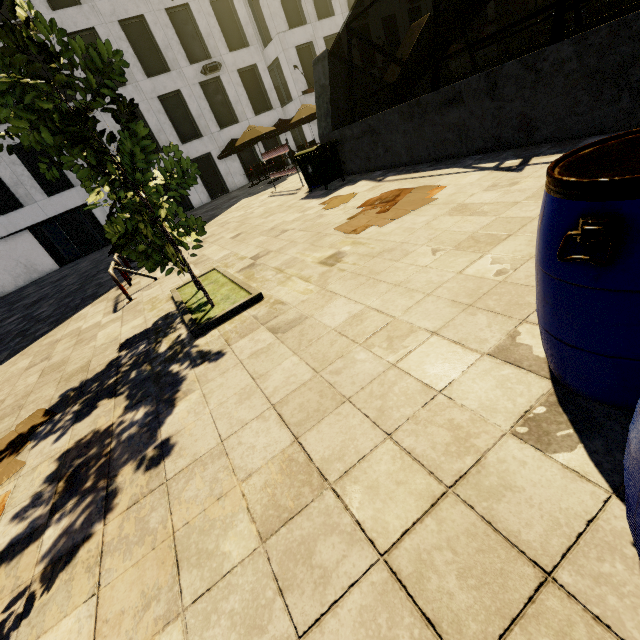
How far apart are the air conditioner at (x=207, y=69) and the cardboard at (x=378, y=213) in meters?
22.0

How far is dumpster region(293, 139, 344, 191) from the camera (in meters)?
8.86

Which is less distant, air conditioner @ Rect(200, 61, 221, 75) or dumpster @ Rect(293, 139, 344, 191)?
dumpster @ Rect(293, 139, 344, 191)

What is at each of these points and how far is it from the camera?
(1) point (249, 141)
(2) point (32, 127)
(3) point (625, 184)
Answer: (1) umbrella, 16.2m
(2) tree, 2.6m
(3) barrel, 1.0m

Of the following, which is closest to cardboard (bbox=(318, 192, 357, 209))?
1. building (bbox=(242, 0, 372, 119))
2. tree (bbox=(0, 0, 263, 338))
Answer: tree (bbox=(0, 0, 263, 338))

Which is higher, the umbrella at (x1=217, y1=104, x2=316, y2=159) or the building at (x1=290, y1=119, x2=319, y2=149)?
the umbrella at (x1=217, y1=104, x2=316, y2=159)

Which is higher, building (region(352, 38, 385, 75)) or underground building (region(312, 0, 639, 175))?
building (region(352, 38, 385, 75))

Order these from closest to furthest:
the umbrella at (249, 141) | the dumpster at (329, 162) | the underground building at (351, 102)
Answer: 1. the underground building at (351, 102)
2. the dumpster at (329, 162)
3. the umbrella at (249, 141)
